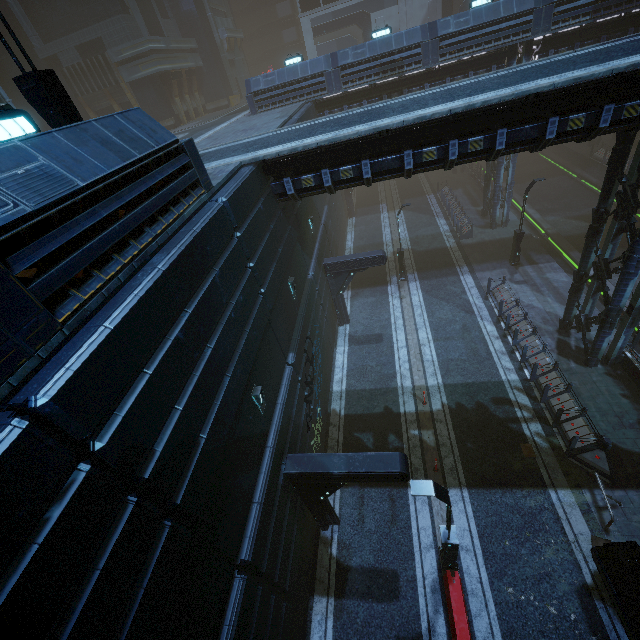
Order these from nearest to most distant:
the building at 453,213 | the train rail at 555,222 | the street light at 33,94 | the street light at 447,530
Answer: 1. the street light at 33,94
2. the street light at 447,530
3. the train rail at 555,222
4. the building at 453,213

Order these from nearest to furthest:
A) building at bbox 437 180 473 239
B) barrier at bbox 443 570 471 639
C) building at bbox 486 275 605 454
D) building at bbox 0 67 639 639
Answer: building at bbox 0 67 639 639
barrier at bbox 443 570 471 639
building at bbox 486 275 605 454
building at bbox 437 180 473 239

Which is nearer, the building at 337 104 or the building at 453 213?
the building at 337 104

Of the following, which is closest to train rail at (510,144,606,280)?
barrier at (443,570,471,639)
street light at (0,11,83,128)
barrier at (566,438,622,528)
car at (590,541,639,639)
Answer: car at (590,541,639,639)

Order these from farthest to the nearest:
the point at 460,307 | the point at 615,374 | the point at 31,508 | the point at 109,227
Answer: the point at 460,307, the point at 615,374, the point at 109,227, the point at 31,508

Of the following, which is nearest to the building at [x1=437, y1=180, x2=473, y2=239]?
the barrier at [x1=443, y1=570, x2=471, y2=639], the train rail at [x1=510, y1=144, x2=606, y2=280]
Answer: the train rail at [x1=510, y1=144, x2=606, y2=280]

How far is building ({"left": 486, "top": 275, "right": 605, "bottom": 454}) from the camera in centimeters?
1256cm
